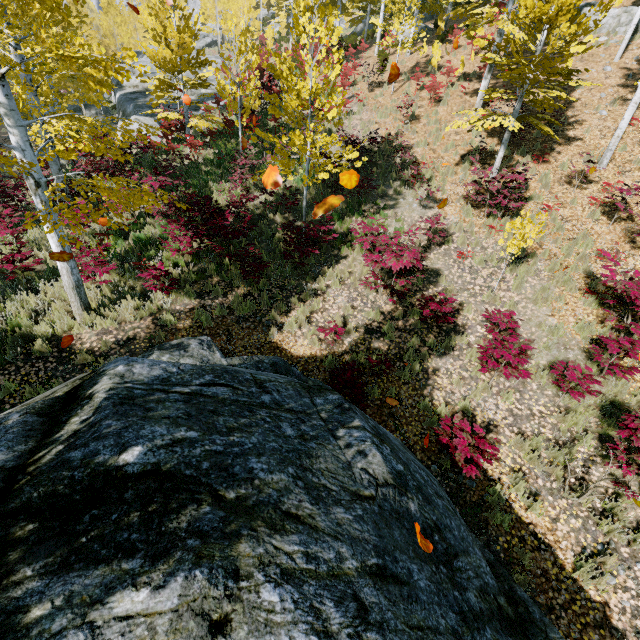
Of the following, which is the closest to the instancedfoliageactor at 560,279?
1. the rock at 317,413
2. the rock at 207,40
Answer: the rock at 207,40

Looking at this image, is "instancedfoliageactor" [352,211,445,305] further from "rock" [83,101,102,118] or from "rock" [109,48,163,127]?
"rock" [83,101,102,118]

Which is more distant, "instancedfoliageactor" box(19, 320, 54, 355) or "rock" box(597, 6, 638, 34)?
"rock" box(597, 6, 638, 34)

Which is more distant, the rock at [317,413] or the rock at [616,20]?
the rock at [616,20]

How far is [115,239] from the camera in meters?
8.8 m

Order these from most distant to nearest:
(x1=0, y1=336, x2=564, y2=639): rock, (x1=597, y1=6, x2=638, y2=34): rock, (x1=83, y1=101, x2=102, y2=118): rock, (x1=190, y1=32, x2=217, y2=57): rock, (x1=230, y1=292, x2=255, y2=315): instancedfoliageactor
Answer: (x1=190, y1=32, x2=217, y2=57): rock
(x1=83, y1=101, x2=102, y2=118): rock
(x1=597, y1=6, x2=638, y2=34): rock
(x1=230, y1=292, x2=255, y2=315): instancedfoliageactor
(x1=0, y1=336, x2=564, y2=639): rock

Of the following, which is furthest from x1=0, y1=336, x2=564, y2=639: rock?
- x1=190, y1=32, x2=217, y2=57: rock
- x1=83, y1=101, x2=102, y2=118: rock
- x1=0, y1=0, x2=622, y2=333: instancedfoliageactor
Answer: x1=83, y1=101, x2=102, y2=118: rock

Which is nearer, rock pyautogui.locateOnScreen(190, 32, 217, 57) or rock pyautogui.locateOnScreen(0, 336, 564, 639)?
rock pyautogui.locateOnScreen(0, 336, 564, 639)
